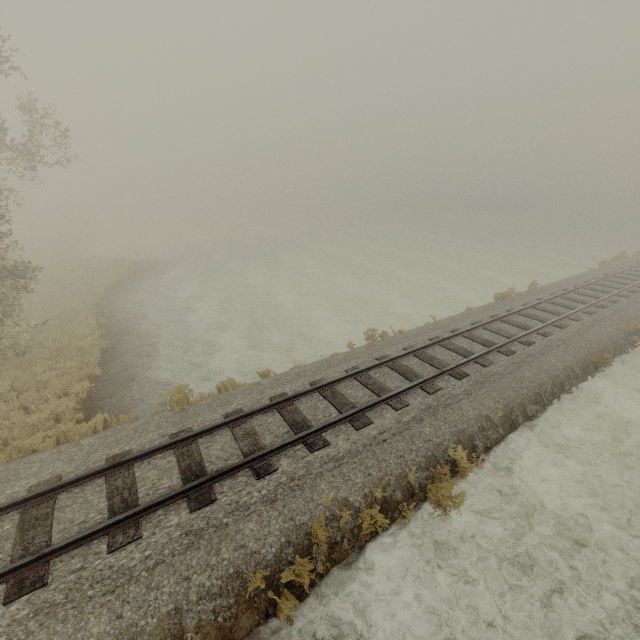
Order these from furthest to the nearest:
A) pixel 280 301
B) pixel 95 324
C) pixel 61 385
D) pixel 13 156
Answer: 1. pixel 280 301
2. pixel 95 324
3. pixel 13 156
4. pixel 61 385
